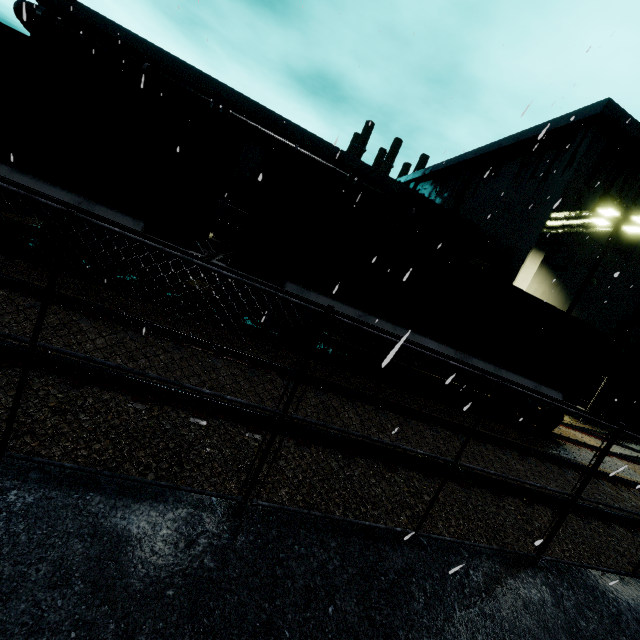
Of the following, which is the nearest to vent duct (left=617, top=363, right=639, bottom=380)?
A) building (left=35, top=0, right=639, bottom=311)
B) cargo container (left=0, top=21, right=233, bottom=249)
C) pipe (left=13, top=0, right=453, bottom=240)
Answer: building (left=35, top=0, right=639, bottom=311)

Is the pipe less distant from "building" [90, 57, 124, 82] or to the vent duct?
"building" [90, 57, 124, 82]

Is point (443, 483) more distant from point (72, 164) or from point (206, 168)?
point (72, 164)

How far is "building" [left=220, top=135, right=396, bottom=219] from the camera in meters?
15.7 m

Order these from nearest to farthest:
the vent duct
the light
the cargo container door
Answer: the cargo container door, the light, the vent duct

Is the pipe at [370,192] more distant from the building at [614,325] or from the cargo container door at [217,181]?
the cargo container door at [217,181]

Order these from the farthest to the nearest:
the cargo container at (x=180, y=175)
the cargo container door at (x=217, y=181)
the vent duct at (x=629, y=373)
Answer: the vent duct at (x=629, y=373) → the cargo container door at (x=217, y=181) → the cargo container at (x=180, y=175)

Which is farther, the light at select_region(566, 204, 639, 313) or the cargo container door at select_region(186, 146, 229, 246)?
the light at select_region(566, 204, 639, 313)
